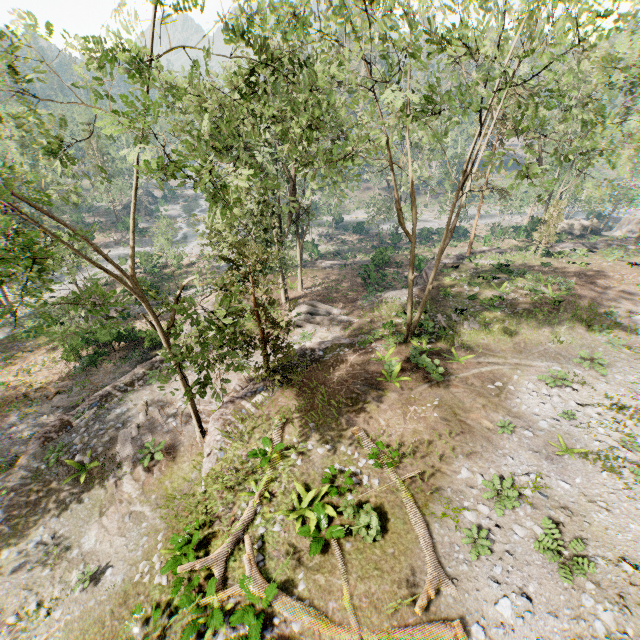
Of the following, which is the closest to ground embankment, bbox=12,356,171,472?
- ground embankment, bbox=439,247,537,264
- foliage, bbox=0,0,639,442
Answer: foliage, bbox=0,0,639,442

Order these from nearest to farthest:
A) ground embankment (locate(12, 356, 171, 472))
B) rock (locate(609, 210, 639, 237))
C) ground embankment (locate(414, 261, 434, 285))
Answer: ground embankment (locate(12, 356, 171, 472)), ground embankment (locate(414, 261, 434, 285)), rock (locate(609, 210, 639, 237))

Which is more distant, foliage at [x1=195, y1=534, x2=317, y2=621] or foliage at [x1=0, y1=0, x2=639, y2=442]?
foliage at [x1=195, y1=534, x2=317, y2=621]

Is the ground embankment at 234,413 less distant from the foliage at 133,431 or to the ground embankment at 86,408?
the foliage at 133,431

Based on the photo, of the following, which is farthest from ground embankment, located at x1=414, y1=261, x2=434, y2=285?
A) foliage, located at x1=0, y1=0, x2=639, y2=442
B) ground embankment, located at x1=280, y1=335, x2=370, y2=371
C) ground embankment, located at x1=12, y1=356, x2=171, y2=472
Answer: ground embankment, located at x1=12, y1=356, x2=171, y2=472

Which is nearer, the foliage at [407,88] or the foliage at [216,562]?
the foliage at [407,88]

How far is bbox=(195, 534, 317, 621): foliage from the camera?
8.9 meters

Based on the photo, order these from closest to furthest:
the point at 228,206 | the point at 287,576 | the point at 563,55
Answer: the point at 563,55
the point at 228,206
the point at 287,576
